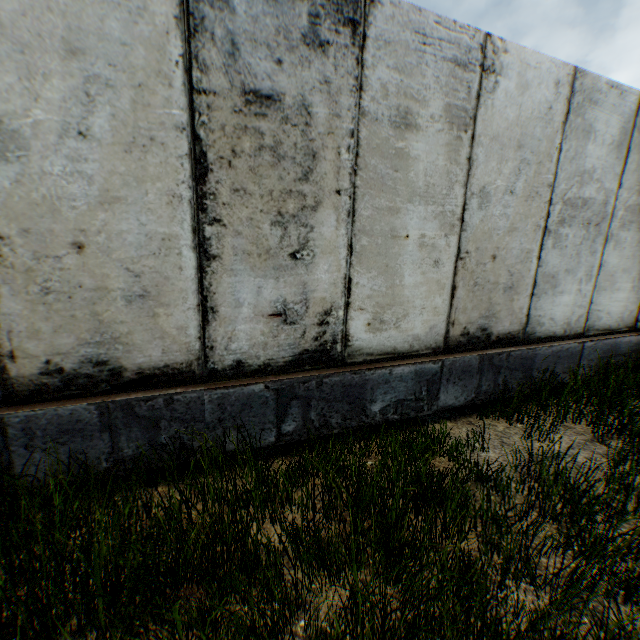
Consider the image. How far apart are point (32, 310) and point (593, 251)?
5.7 meters
